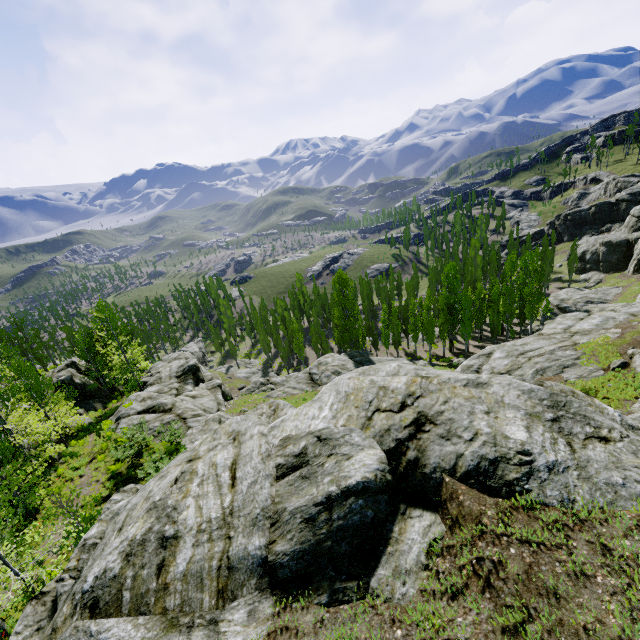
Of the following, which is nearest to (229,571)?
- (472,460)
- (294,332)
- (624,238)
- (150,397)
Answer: (472,460)

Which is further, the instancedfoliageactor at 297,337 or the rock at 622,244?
the instancedfoliageactor at 297,337

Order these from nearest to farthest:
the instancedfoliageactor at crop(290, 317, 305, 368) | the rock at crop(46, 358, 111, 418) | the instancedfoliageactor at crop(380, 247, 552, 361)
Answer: the rock at crop(46, 358, 111, 418), the instancedfoliageactor at crop(380, 247, 552, 361), the instancedfoliageactor at crop(290, 317, 305, 368)

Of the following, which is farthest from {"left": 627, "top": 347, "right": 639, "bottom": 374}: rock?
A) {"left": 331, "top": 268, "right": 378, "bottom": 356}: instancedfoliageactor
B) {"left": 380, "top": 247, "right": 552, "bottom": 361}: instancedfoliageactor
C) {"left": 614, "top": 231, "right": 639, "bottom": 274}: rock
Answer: {"left": 380, "top": 247, "right": 552, "bottom": 361}: instancedfoliageactor

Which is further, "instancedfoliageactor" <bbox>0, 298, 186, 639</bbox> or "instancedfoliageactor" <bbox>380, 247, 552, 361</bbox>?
"instancedfoliageactor" <bbox>380, 247, 552, 361</bbox>

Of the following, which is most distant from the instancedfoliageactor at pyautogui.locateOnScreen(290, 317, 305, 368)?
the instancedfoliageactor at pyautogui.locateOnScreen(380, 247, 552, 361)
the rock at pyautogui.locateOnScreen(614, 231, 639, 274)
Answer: the instancedfoliageactor at pyautogui.locateOnScreen(380, 247, 552, 361)

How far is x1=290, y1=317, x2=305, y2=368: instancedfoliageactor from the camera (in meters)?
55.22

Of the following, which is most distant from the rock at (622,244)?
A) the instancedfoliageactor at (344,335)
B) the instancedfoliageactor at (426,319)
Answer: the instancedfoliageactor at (426,319)
